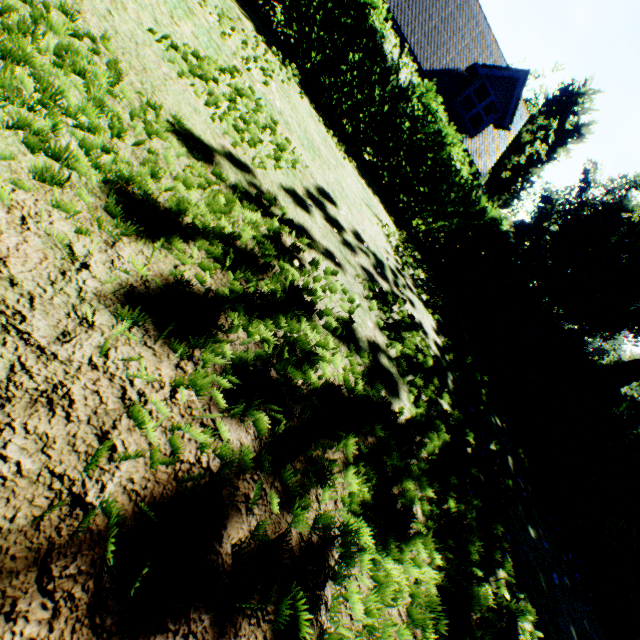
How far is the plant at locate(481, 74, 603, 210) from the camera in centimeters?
3947cm

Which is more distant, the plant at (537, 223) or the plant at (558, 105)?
the plant at (558, 105)

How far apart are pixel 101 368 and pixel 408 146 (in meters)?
9.90

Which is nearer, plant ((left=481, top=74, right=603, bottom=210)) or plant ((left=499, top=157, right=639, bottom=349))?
plant ((left=499, top=157, right=639, bottom=349))

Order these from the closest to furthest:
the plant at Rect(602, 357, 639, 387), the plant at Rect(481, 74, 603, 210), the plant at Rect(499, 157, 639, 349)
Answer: the plant at Rect(602, 357, 639, 387) < the plant at Rect(499, 157, 639, 349) < the plant at Rect(481, 74, 603, 210)
